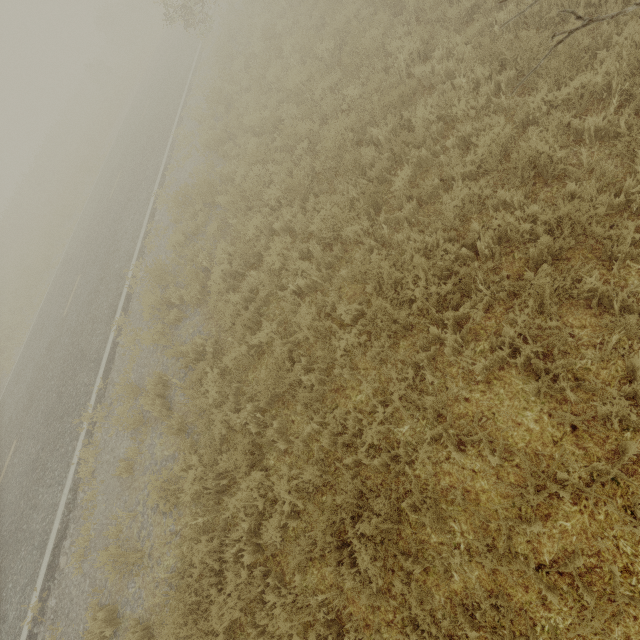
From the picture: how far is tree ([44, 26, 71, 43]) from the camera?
58.3m

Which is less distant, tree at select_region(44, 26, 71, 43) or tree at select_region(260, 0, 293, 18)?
tree at select_region(260, 0, 293, 18)

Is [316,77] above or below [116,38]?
below

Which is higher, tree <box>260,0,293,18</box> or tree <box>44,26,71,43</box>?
tree <box>44,26,71,43</box>

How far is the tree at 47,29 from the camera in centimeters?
5828cm

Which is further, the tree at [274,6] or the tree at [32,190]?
the tree at [32,190]

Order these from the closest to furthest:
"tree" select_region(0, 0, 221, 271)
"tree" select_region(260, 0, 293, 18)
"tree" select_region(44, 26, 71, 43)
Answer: "tree" select_region(260, 0, 293, 18)
"tree" select_region(0, 0, 221, 271)
"tree" select_region(44, 26, 71, 43)
